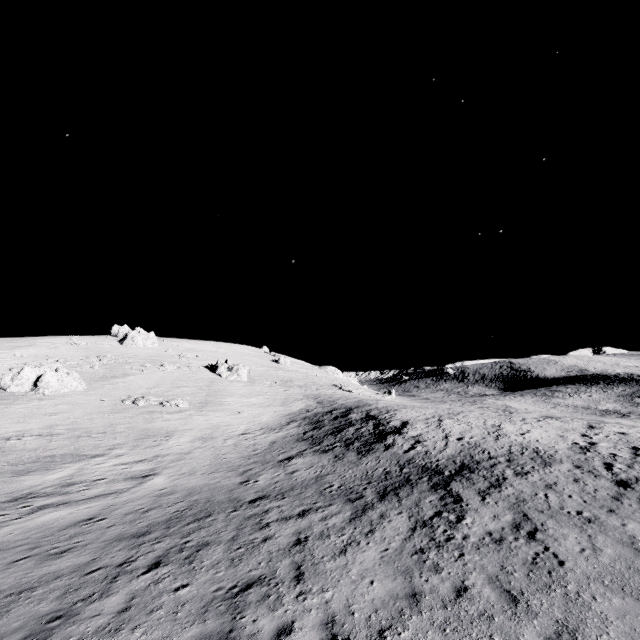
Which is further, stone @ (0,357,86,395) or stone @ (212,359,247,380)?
stone @ (212,359,247,380)

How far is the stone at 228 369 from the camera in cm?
5347

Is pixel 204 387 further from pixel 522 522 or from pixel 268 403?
pixel 522 522

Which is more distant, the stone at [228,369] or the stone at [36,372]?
the stone at [228,369]

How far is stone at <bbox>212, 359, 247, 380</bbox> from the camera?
53.5 meters
